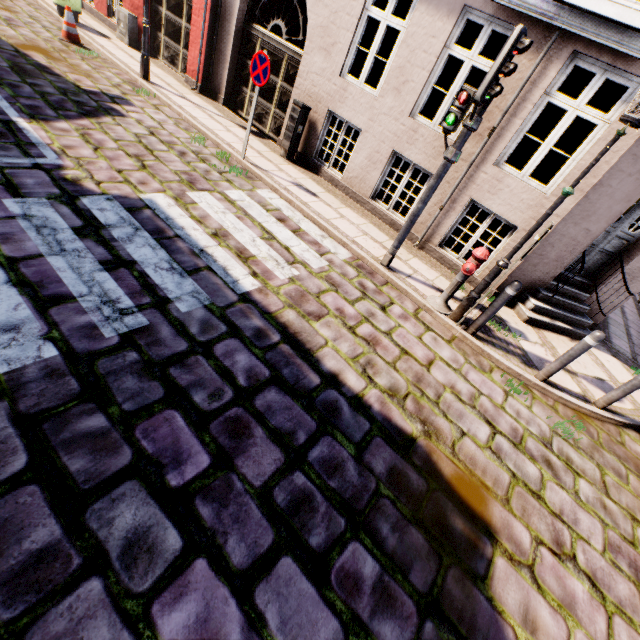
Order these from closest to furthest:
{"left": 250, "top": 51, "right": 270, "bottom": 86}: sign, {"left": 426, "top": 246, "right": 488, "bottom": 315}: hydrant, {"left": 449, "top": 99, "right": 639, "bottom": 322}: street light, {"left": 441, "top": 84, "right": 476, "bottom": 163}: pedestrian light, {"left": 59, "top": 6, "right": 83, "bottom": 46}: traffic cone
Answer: {"left": 449, "top": 99, "right": 639, "bottom": 322}: street light < {"left": 441, "top": 84, "right": 476, "bottom": 163}: pedestrian light < {"left": 426, "top": 246, "right": 488, "bottom": 315}: hydrant < {"left": 250, "top": 51, "right": 270, "bottom": 86}: sign < {"left": 59, "top": 6, "right": 83, "bottom": 46}: traffic cone

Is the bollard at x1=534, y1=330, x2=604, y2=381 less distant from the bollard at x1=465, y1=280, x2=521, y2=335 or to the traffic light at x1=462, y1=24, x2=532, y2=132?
the bollard at x1=465, y1=280, x2=521, y2=335

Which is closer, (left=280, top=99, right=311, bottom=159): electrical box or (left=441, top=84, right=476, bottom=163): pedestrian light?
(left=441, top=84, right=476, bottom=163): pedestrian light

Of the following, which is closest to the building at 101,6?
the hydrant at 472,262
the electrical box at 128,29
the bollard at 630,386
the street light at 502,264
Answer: the electrical box at 128,29

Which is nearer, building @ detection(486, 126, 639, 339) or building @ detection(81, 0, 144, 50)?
building @ detection(486, 126, 639, 339)

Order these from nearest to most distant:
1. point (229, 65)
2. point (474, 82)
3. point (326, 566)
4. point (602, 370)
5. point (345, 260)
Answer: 1. point (326, 566)
2. point (345, 260)
3. point (602, 370)
4. point (229, 65)
5. point (474, 82)

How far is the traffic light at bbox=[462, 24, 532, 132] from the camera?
3.7m

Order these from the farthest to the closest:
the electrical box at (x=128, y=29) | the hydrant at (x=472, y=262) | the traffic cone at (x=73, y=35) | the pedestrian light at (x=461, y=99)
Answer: the electrical box at (x=128, y=29) → the traffic cone at (x=73, y=35) → the hydrant at (x=472, y=262) → the pedestrian light at (x=461, y=99)
